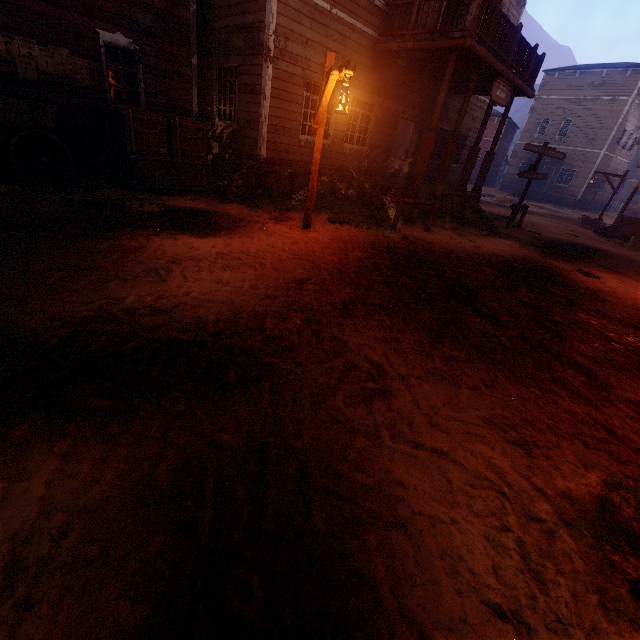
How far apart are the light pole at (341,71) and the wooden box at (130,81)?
6.12m

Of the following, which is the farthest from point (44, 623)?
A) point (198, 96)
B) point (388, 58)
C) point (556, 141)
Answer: point (556, 141)

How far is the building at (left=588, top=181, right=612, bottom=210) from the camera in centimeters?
3241cm

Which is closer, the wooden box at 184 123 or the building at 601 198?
the wooden box at 184 123

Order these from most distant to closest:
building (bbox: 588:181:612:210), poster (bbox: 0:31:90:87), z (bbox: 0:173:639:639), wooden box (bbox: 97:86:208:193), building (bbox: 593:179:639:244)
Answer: building (bbox: 588:181:612:210)
building (bbox: 593:179:639:244)
wooden box (bbox: 97:86:208:193)
poster (bbox: 0:31:90:87)
z (bbox: 0:173:639:639)

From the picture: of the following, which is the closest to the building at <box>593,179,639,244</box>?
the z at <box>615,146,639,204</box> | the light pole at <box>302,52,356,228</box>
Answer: the z at <box>615,146,639,204</box>

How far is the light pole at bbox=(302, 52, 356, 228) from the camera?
5.3 meters
